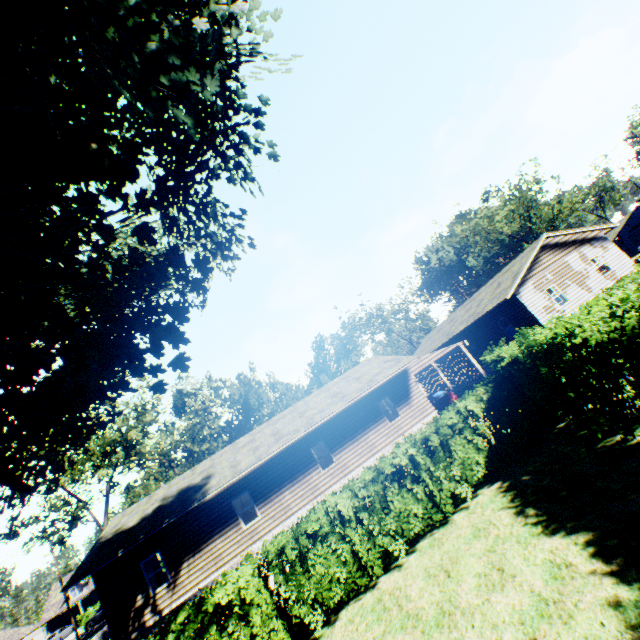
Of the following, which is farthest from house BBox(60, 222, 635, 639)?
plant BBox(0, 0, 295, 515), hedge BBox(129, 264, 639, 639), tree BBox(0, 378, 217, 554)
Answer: tree BBox(0, 378, 217, 554)

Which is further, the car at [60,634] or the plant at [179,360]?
the car at [60,634]

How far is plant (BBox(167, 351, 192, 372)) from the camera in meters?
10.2

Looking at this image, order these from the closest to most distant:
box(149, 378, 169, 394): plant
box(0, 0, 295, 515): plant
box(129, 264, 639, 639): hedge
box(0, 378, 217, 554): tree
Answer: box(0, 0, 295, 515): plant → box(129, 264, 639, 639): hedge → box(149, 378, 169, 394): plant → box(0, 378, 217, 554): tree

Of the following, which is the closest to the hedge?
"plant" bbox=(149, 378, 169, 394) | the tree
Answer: "plant" bbox=(149, 378, 169, 394)

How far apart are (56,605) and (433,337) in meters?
70.7

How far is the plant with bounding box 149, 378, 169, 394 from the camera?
10.0m

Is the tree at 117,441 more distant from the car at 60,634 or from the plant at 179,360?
the car at 60,634
